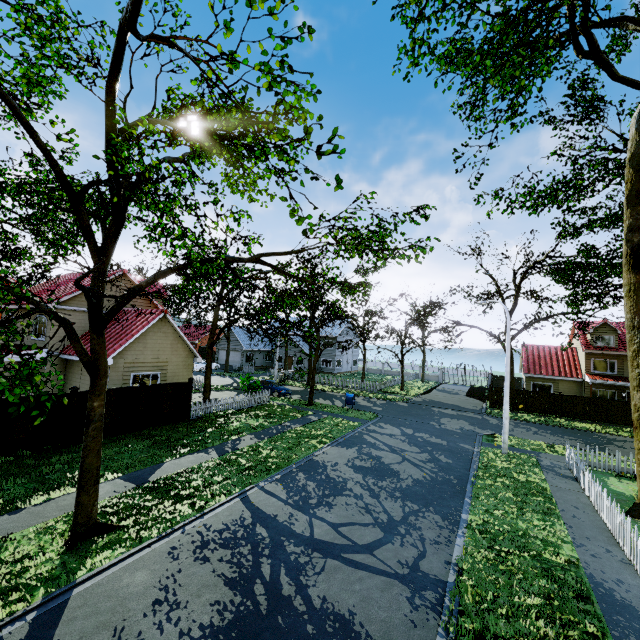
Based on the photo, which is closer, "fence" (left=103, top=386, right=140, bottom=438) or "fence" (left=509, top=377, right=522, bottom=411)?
"fence" (left=103, top=386, right=140, bottom=438)

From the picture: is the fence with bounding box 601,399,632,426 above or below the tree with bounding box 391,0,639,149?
below

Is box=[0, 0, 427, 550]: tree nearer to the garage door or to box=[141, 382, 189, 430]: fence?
box=[141, 382, 189, 430]: fence

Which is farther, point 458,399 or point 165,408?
point 458,399

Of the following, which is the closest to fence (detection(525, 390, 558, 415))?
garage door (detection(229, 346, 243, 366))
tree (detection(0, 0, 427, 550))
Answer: tree (detection(0, 0, 427, 550))

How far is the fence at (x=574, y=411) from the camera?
28.5 meters
